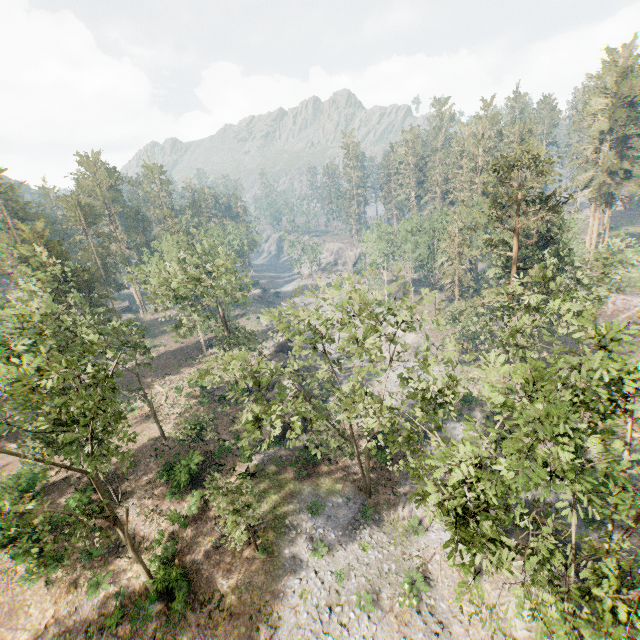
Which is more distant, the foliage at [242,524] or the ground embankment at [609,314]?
the ground embankment at [609,314]

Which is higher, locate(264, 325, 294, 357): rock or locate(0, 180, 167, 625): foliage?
locate(0, 180, 167, 625): foliage

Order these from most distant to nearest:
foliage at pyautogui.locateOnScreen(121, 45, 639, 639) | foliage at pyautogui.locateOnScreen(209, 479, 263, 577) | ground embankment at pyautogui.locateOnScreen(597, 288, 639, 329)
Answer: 1. ground embankment at pyautogui.locateOnScreen(597, 288, 639, 329)
2. foliage at pyautogui.locateOnScreen(209, 479, 263, 577)
3. foliage at pyautogui.locateOnScreen(121, 45, 639, 639)

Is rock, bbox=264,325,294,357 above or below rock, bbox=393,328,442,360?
above

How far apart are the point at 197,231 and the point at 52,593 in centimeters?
3091cm

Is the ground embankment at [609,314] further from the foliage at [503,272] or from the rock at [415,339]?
the rock at [415,339]

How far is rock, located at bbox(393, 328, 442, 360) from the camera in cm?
4869

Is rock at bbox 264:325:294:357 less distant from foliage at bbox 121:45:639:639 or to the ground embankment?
foliage at bbox 121:45:639:639
